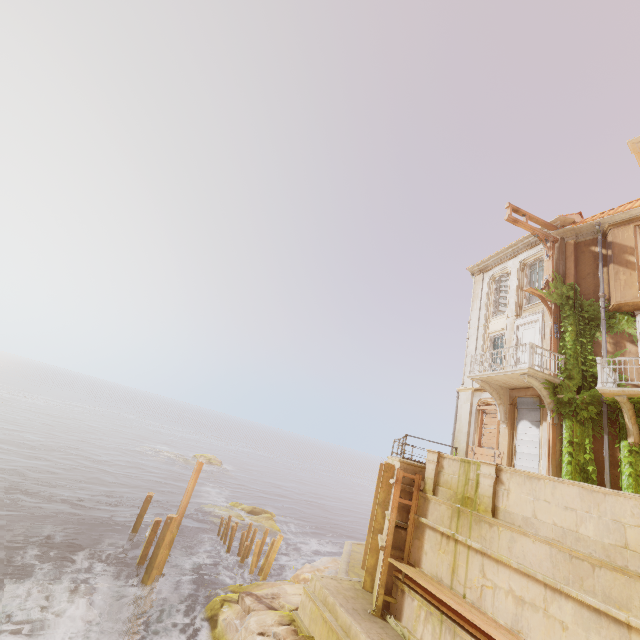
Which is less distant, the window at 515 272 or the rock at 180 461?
the window at 515 272

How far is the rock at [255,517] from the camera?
24.3 meters

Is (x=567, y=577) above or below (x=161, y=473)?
above

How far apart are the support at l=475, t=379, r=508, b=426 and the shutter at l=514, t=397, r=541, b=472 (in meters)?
0.29

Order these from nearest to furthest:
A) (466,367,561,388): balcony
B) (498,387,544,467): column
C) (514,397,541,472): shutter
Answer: (466,367,561,388): balcony
(514,397,541,472): shutter
(498,387,544,467): column

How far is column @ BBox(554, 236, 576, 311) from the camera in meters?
14.9 m

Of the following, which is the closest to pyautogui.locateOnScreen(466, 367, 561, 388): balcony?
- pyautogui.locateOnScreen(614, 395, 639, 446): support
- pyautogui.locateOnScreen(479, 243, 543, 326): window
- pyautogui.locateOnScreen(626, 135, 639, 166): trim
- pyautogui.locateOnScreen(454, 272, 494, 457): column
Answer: pyautogui.locateOnScreen(454, 272, 494, 457): column

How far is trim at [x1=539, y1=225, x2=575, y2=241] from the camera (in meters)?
15.57
